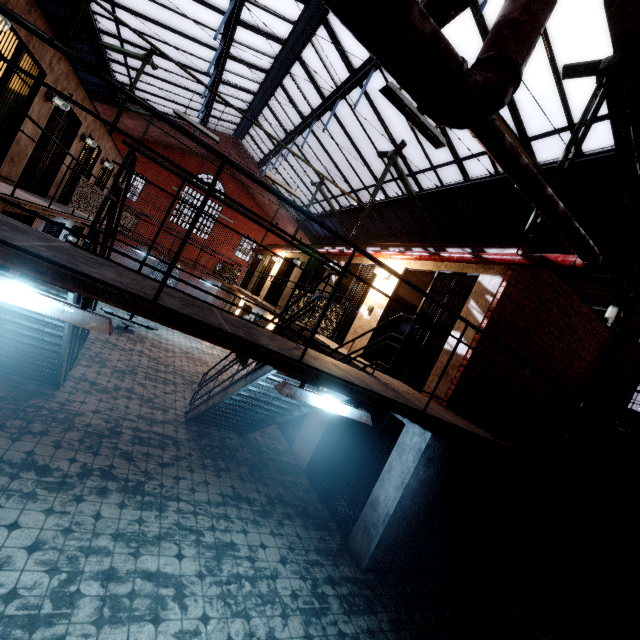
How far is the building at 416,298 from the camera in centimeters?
788cm

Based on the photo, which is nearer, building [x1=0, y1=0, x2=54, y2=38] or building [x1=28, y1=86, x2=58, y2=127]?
building [x1=0, y1=0, x2=54, y2=38]

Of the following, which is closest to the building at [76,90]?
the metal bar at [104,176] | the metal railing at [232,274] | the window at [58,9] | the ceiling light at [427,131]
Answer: the metal bar at [104,176]

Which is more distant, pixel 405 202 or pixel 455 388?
pixel 405 202

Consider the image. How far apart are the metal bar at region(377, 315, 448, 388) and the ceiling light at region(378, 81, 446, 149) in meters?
2.3 m

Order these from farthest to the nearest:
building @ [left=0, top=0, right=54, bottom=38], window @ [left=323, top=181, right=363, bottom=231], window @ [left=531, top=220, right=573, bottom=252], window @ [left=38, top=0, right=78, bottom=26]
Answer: window @ [left=323, top=181, right=363, bottom=231]
window @ [left=38, top=0, right=78, bottom=26]
window @ [left=531, top=220, right=573, bottom=252]
building @ [left=0, top=0, right=54, bottom=38]

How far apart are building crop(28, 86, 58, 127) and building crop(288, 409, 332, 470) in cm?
797

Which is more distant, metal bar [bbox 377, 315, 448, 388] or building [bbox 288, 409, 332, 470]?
building [bbox 288, 409, 332, 470]
